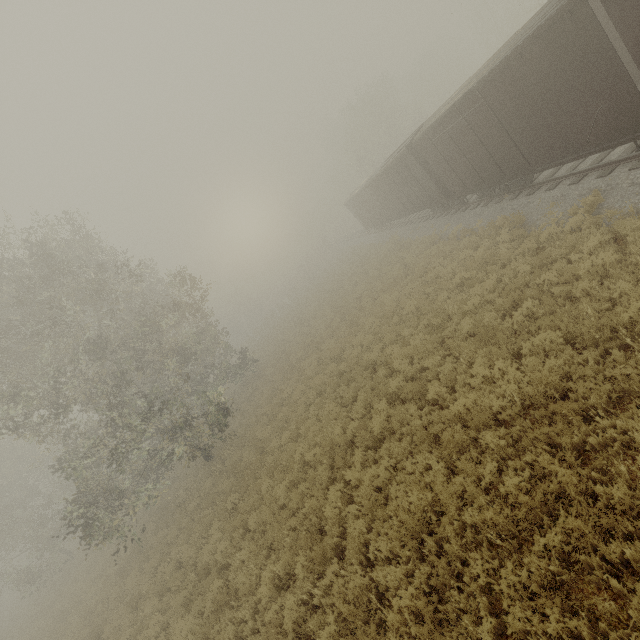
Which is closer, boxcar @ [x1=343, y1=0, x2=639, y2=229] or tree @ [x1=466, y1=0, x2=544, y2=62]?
boxcar @ [x1=343, y1=0, x2=639, y2=229]

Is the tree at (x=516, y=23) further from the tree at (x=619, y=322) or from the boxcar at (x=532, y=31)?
the tree at (x=619, y=322)

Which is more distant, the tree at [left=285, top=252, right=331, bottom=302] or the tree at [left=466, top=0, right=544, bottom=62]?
the tree at [left=285, top=252, right=331, bottom=302]

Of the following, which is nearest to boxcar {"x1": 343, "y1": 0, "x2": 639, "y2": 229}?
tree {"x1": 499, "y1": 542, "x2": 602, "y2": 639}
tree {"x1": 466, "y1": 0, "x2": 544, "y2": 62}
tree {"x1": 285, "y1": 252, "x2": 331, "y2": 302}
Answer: tree {"x1": 499, "y1": 542, "x2": 602, "y2": 639}

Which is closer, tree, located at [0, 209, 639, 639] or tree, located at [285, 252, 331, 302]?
tree, located at [0, 209, 639, 639]

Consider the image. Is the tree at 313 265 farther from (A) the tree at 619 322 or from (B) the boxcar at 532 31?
(B) the boxcar at 532 31

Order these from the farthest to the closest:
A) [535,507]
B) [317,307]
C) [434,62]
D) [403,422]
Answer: [434,62] → [317,307] → [403,422] → [535,507]

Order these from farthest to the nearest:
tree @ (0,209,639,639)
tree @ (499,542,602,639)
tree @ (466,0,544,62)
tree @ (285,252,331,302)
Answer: tree @ (285,252,331,302) → tree @ (466,0,544,62) → tree @ (0,209,639,639) → tree @ (499,542,602,639)
